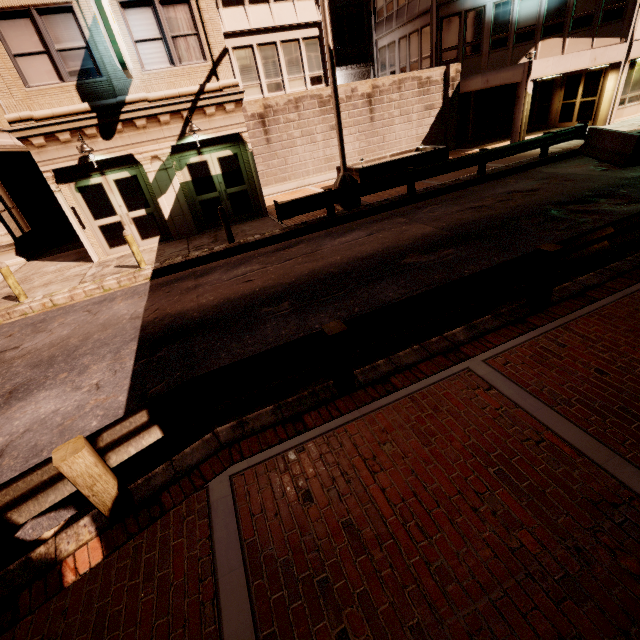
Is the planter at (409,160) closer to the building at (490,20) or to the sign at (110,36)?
the building at (490,20)

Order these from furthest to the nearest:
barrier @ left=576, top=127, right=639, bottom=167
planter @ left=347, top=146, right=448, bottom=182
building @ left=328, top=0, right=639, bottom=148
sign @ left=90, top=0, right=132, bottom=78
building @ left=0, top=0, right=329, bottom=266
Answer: building @ left=328, top=0, right=639, bottom=148, planter @ left=347, top=146, right=448, bottom=182, barrier @ left=576, top=127, right=639, bottom=167, building @ left=0, top=0, right=329, bottom=266, sign @ left=90, top=0, right=132, bottom=78

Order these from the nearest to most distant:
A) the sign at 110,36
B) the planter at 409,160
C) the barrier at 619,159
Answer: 1. the sign at 110,36
2. the barrier at 619,159
3. the planter at 409,160

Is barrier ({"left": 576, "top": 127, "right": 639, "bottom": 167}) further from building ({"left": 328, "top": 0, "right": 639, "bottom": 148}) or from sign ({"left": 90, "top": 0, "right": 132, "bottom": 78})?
sign ({"left": 90, "top": 0, "right": 132, "bottom": 78})

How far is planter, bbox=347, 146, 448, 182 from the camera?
14.7 meters

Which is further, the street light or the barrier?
the barrier

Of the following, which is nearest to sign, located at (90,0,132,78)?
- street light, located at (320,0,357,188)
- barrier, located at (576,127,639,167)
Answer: street light, located at (320,0,357,188)

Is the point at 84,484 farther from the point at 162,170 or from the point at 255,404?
the point at 162,170
